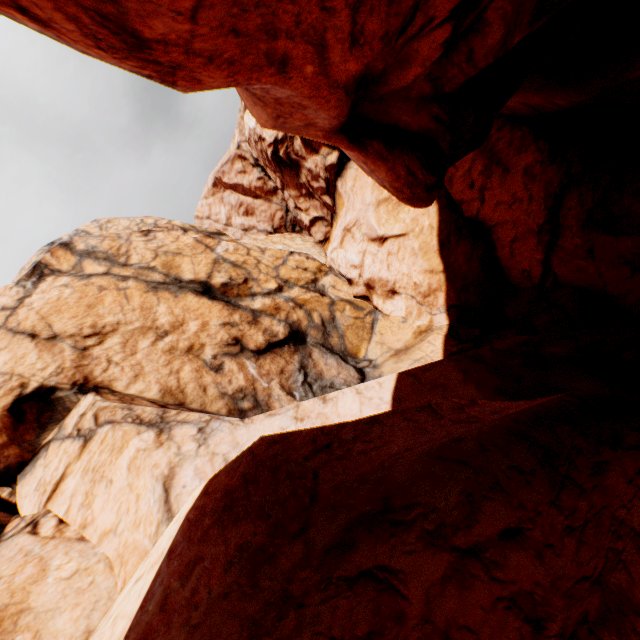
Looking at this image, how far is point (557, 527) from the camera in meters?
1.3 m
